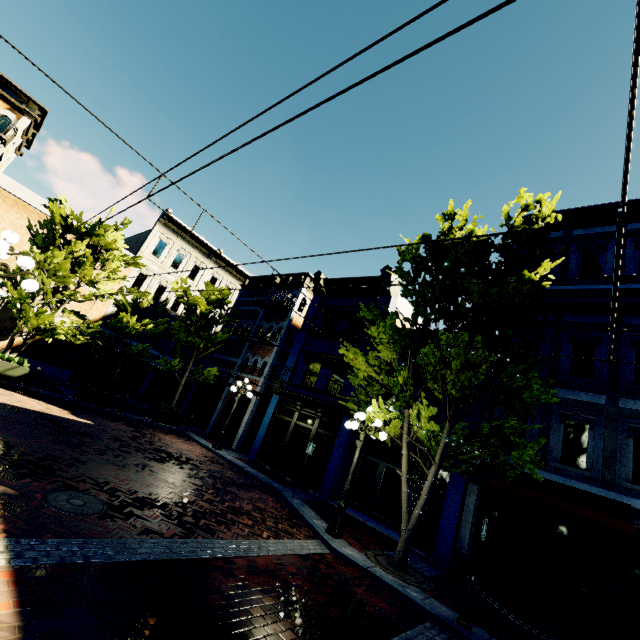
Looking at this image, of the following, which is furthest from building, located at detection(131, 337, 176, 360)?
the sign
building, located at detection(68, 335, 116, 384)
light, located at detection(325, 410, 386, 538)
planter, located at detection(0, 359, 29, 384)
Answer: the sign

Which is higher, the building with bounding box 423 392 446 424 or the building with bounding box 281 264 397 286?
the building with bounding box 281 264 397 286

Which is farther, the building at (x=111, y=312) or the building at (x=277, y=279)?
the building at (x=277, y=279)

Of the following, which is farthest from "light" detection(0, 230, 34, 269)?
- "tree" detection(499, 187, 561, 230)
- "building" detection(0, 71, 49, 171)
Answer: "building" detection(0, 71, 49, 171)

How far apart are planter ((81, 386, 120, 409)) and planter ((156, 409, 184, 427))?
2.3 meters

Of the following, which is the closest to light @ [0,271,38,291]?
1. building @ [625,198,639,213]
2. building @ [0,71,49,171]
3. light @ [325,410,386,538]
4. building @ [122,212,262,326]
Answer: light @ [325,410,386,538]

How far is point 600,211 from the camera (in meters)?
12.59

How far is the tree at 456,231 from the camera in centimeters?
1027cm
